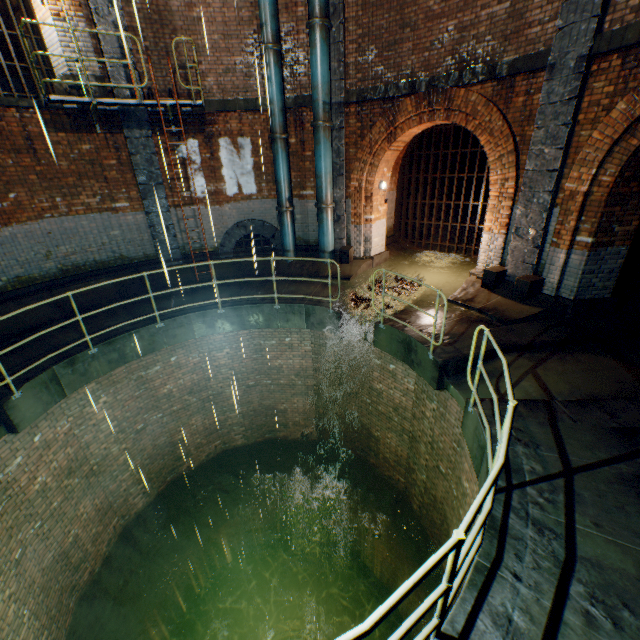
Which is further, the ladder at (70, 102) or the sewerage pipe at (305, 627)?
the sewerage pipe at (305, 627)

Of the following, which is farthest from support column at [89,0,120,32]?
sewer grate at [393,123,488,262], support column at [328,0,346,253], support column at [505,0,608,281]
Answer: sewer grate at [393,123,488,262]

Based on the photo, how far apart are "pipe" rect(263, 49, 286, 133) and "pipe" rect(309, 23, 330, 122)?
0.78m

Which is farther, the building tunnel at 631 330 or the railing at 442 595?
the building tunnel at 631 330

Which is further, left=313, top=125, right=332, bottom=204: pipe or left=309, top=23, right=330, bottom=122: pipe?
left=313, top=125, right=332, bottom=204: pipe

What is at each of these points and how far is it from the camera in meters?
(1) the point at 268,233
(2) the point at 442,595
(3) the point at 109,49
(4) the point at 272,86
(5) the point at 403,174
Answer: (1) sewerage pipe, 10.7
(2) railing, 2.0
(3) support column, 7.9
(4) pipe, 8.6
(5) sewer grate, 11.8

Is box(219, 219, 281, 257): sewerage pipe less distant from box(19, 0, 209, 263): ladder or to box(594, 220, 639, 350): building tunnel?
box(19, 0, 209, 263): ladder

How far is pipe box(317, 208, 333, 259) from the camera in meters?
9.9
